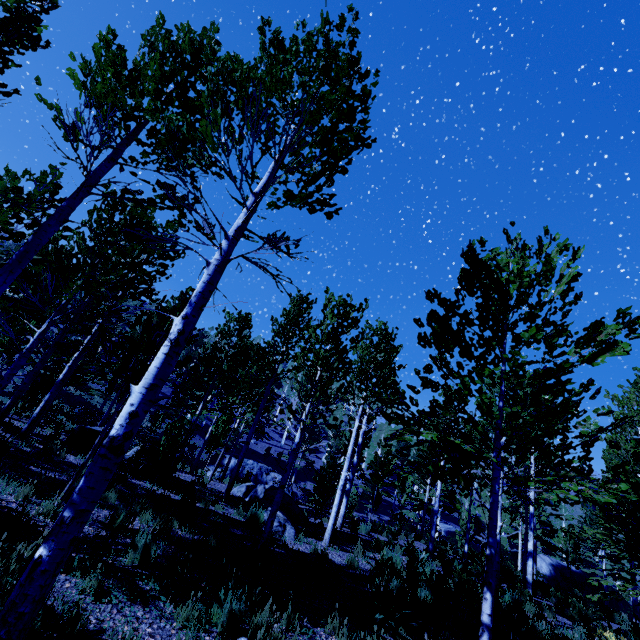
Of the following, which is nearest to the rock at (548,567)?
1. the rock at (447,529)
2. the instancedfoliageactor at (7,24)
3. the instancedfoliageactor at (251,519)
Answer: the instancedfoliageactor at (7,24)

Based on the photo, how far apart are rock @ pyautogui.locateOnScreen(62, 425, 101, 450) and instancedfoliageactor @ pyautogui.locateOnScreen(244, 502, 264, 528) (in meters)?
5.43

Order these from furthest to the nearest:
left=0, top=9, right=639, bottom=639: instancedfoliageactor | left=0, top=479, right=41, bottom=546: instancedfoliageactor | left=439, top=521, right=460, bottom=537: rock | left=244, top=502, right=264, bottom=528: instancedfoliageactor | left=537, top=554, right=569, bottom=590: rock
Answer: left=439, top=521, right=460, bottom=537: rock < left=537, top=554, right=569, bottom=590: rock < left=244, top=502, right=264, bottom=528: instancedfoliageactor < left=0, top=479, right=41, bottom=546: instancedfoliageactor < left=0, top=9, right=639, bottom=639: instancedfoliageactor

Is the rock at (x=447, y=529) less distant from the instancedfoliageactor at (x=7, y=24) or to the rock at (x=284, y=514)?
the instancedfoliageactor at (x=7, y=24)

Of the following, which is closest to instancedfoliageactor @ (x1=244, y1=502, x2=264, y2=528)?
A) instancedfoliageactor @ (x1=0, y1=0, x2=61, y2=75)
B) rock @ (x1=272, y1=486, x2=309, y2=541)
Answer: instancedfoliageactor @ (x1=0, y1=0, x2=61, y2=75)

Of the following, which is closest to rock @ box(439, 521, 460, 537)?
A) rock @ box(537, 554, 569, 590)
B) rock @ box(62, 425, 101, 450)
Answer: rock @ box(537, 554, 569, 590)

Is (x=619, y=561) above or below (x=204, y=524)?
above

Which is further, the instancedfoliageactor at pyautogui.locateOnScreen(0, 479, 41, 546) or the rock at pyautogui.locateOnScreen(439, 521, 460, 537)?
the rock at pyautogui.locateOnScreen(439, 521, 460, 537)
